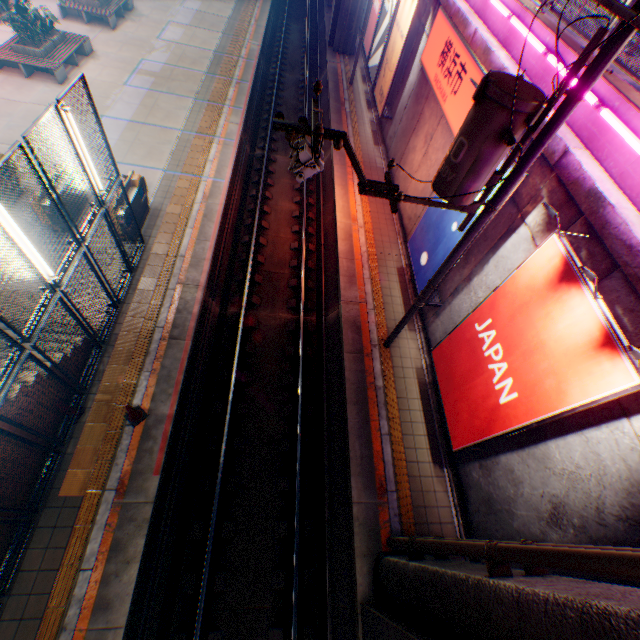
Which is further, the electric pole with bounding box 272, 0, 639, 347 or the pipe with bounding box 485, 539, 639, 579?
the electric pole with bounding box 272, 0, 639, 347

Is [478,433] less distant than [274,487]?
Yes

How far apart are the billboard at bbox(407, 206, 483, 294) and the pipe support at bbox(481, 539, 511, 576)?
5.96m

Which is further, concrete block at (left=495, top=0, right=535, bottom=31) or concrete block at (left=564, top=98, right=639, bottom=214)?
concrete block at (left=495, top=0, right=535, bottom=31)

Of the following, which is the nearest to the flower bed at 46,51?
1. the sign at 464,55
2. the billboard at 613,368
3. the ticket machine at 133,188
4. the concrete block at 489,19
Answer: the ticket machine at 133,188

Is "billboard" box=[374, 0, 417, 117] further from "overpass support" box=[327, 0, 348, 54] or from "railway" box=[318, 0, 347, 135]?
"overpass support" box=[327, 0, 348, 54]

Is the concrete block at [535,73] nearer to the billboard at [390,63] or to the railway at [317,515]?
the billboard at [390,63]

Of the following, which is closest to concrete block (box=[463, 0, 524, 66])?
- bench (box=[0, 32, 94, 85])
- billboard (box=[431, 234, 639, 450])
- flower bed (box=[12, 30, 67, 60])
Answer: billboard (box=[431, 234, 639, 450])
